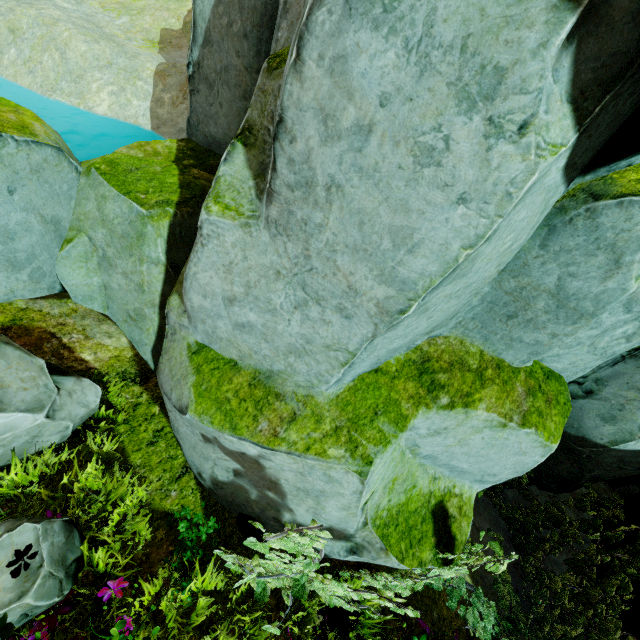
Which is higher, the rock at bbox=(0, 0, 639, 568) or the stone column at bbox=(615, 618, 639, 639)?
the rock at bbox=(0, 0, 639, 568)

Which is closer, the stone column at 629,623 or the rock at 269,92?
the rock at 269,92

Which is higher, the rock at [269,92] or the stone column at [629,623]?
the rock at [269,92]

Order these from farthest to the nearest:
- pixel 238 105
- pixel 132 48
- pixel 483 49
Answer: pixel 132 48 → pixel 238 105 → pixel 483 49

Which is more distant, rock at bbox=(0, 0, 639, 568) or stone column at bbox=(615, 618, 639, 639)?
stone column at bbox=(615, 618, 639, 639)
